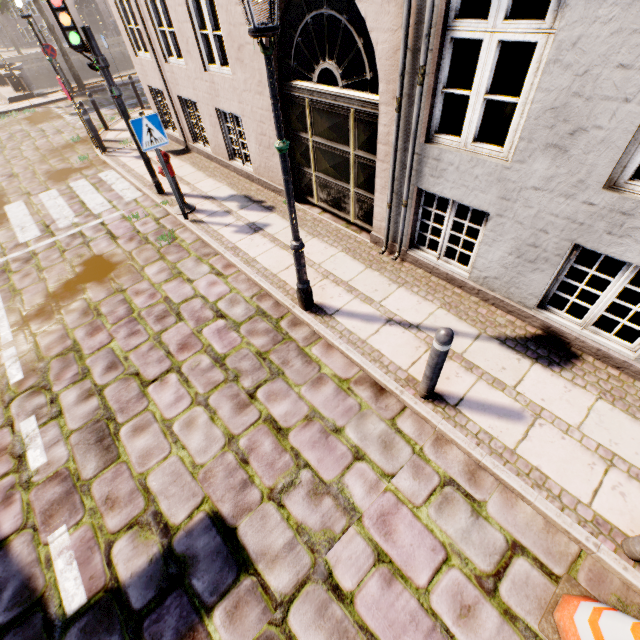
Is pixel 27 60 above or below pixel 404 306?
below

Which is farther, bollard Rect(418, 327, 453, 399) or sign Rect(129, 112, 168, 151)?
sign Rect(129, 112, 168, 151)

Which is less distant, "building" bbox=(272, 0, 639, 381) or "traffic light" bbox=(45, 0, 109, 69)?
"building" bbox=(272, 0, 639, 381)

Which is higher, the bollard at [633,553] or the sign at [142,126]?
the sign at [142,126]

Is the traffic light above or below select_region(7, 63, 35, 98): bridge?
above

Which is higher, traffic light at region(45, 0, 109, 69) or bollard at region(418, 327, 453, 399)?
traffic light at region(45, 0, 109, 69)

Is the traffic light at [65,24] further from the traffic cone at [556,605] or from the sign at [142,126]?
the traffic cone at [556,605]

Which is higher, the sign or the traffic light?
the traffic light
